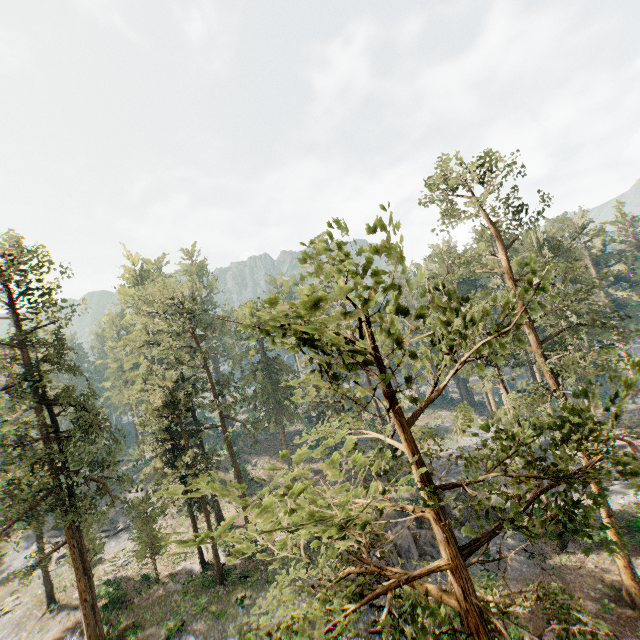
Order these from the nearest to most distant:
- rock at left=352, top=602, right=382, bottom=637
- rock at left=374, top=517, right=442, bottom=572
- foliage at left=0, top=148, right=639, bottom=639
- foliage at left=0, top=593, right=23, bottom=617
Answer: foliage at left=0, top=148, right=639, bottom=639, rock at left=352, top=602, right=382, bottom=637, rock at left=374, top=517, right=442, bottom=572, foliage at left=0, top=593, right=23, bottom=617

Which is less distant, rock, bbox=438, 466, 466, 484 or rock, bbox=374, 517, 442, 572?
rock, bbox=374, 517, 442, 572

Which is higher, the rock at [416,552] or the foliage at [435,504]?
the foliage at [435,504]

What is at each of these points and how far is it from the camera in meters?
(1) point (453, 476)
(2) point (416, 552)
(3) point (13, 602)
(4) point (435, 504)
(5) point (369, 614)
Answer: (1) rock, 37.9 m
(2) rock, 27.0 m
(3) foliage, 33.6 m
(4) foliage, 4.4 m
(5) rock, 22.5 m

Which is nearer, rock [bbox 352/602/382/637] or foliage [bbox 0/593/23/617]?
rock [bbox 352/602/382/637]
